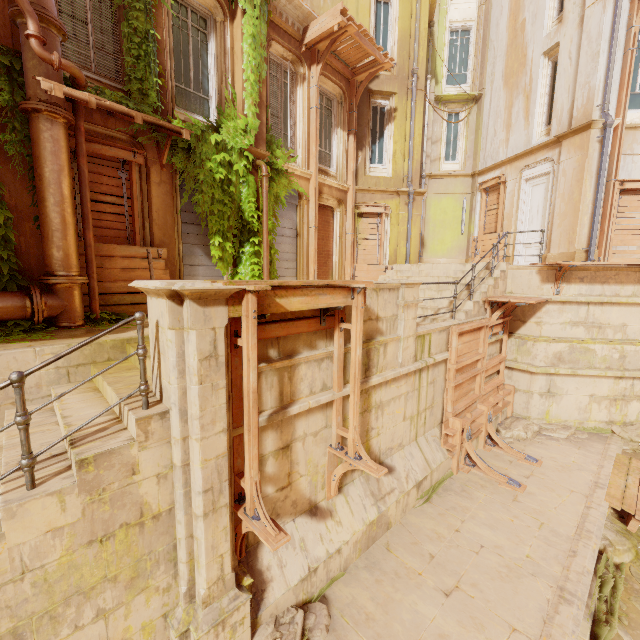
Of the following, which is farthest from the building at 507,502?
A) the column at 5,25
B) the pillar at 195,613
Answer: the column at 5,25

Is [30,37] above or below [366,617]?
above

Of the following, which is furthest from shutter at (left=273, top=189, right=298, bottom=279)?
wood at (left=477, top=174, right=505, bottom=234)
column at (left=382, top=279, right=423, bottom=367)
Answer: wood at (left=477, top=174, right=505, bottom=234)

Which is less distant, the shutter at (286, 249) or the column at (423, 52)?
the shutter at (286, 249)

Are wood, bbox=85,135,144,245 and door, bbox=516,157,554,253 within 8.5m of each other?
no

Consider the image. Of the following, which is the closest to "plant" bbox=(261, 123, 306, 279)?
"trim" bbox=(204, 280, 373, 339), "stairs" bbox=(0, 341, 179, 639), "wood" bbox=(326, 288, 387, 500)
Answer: "stairs" bbox=(0, 341, 179, 639)

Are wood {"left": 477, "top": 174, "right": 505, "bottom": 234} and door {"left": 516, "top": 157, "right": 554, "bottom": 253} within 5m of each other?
yes

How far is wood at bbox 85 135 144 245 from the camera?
6.7m
